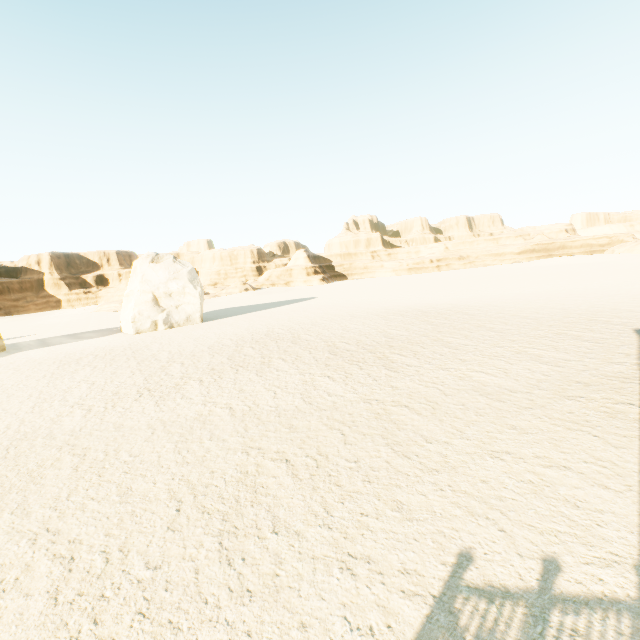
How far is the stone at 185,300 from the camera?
28.4 meters

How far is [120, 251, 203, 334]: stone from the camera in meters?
28.4 m

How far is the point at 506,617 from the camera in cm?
350
